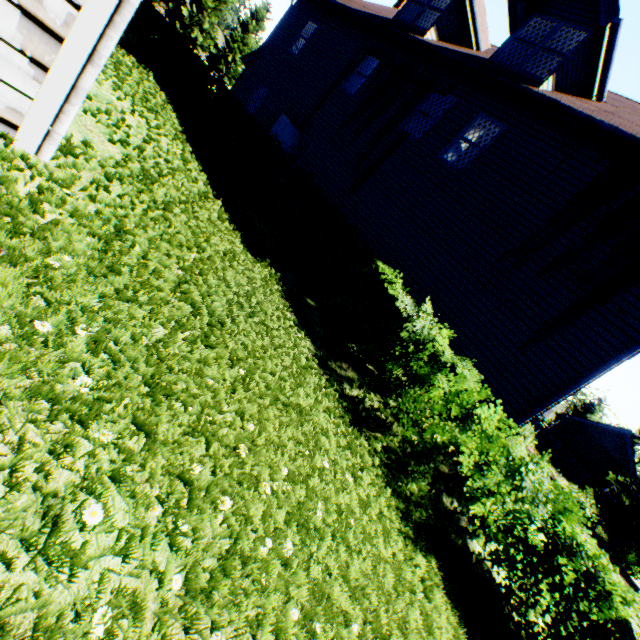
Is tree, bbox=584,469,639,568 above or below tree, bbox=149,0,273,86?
below

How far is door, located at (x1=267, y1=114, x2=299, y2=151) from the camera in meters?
12.8

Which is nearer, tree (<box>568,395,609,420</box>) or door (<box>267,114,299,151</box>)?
door (<box>267,114,299,151</box>)

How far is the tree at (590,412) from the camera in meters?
46.9

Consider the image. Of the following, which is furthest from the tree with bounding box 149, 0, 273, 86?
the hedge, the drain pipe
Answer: the hedge

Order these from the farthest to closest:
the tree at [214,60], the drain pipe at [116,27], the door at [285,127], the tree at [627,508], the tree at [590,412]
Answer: the tree at [590,412], the tree at [214,60], the tree at [627,508], the door at [285,127], the drain pipe at [116,27]

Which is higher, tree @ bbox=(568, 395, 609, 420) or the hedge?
tree @ bbox=(568, 395, 609, 420)

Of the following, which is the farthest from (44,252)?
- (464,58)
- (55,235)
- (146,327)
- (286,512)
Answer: (464,58)
